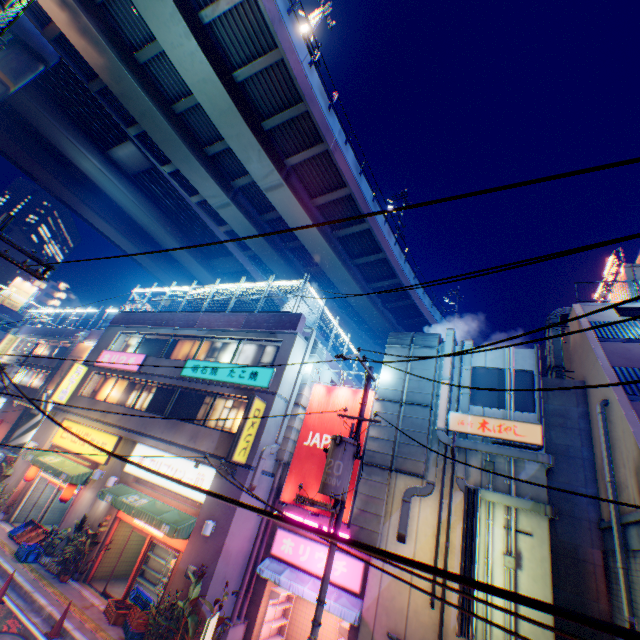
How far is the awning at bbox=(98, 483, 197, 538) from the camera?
11.63m

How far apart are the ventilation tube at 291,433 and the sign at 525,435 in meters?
6.1

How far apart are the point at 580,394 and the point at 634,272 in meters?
8.3

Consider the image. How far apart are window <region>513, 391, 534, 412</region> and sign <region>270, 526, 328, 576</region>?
6.61m

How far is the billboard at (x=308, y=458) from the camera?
12.7m

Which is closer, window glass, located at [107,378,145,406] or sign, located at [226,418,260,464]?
sign, located at [226,418,260,464]

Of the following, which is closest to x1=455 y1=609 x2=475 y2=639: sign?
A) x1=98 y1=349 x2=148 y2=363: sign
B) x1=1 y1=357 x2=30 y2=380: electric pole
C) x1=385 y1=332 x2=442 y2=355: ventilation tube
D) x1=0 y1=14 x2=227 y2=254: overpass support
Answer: x1=385 y1=332 x2=442 y2=355: ventilation tube

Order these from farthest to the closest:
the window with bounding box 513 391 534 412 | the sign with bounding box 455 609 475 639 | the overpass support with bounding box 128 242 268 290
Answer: the overpass support with bounding box 128 242 268 290, the window with bounding box 513 391 534 412, the sign with bounding box 455 609 475 639
